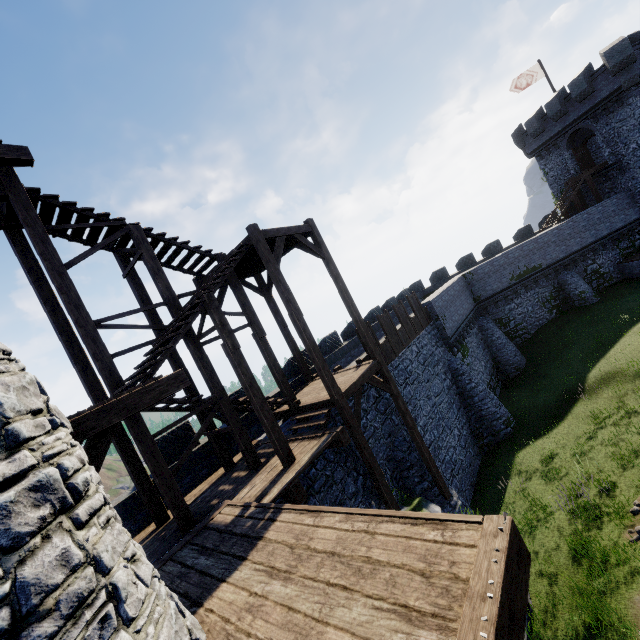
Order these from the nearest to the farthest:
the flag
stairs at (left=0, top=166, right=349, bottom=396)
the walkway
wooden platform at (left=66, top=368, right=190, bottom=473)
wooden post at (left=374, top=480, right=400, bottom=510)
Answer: the walkway, wooden platform at (left=66, top=368, right=190, bottom=473), stairs at (left=0, top=166, right=349, bottom=396), wooden post at (left=374, top=480, right=400, bottom=510), the flag

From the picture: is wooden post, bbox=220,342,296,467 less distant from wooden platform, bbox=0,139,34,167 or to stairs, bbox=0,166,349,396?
stairs, bbox=0,166,349,396

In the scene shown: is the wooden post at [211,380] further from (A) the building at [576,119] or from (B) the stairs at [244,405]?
(A) the building at [576,119]

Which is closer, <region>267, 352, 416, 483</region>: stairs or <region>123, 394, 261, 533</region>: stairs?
<region>123, 394, 261, 533</region>: stairs

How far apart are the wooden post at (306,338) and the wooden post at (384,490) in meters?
3.0 m

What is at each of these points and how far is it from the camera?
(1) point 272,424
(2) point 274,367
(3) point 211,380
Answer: (1) wooden post, 8.5 meters
(2) wooden post, 11.3 meters
(3) wooden post, 9.5 meters

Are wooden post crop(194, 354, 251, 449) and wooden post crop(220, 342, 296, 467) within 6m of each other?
yes

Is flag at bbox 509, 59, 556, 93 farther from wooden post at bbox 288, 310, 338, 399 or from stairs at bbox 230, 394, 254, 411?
wooden post at bbox 288, 310, 338, 399
